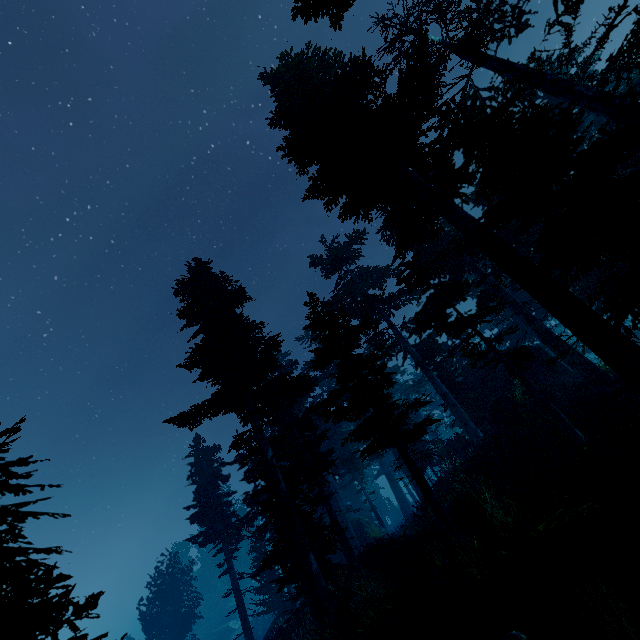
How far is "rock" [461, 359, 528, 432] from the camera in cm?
1855

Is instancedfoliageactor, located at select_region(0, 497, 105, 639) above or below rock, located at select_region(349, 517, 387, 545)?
above

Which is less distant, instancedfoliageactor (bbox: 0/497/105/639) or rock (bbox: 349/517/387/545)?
instancedfoliageactor (bbox: 0/497/105/639)

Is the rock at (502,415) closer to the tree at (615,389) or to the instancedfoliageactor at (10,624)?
the instancedfoliageactor at (10,624)

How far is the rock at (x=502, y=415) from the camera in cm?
1855

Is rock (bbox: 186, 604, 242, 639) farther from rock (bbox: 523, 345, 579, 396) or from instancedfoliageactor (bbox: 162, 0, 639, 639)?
rock (bbox: 523, 345, 579, 396)

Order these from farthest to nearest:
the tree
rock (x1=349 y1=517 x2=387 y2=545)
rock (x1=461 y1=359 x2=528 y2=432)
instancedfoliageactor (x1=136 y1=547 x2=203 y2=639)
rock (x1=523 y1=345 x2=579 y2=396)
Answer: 1. instancedfoliageactor (x1=136 y1=547 x2=203 y2=639)
2. rock (x1=349 y1=517 x2=387 y2=545)
3. rock (x1=523 y1=345 x2=579 y2=396)
4. rock (x1=461 y1=359 x2=528 y2=432)
5. the tree

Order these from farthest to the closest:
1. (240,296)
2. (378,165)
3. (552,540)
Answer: (240,296) → (378,165) → (552,540)
